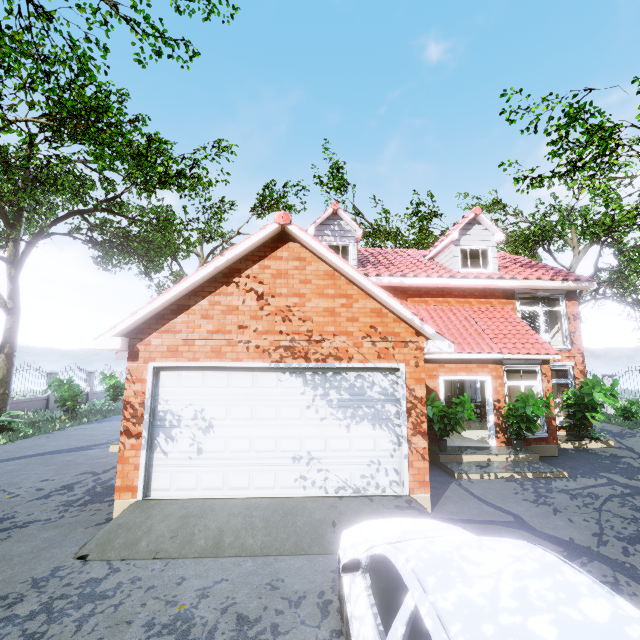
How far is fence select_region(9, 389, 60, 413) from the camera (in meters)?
15.51

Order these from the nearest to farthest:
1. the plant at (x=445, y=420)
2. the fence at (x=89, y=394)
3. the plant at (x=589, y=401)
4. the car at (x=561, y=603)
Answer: Result:
1. the car at (x=561, y=603)
2. the plant at (x=445, y=420)
3. the plant at (x=589, y=401)
4. the fence at (x=89, y=394)

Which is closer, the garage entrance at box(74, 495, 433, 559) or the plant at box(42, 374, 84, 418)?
the garage entrance at box(74, 495, 433, 559)

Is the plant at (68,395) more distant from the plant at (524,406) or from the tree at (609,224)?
the plant at (524,406)

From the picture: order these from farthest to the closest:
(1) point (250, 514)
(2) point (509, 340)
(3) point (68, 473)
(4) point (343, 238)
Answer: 1. (4) point (343, 238)
2. (2) point (509, 340)
3. (3) point (68, 473)
4. (1) point (250, 514)

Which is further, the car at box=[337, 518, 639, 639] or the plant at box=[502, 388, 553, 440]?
the plant at box=[502, 388, 553, 440]

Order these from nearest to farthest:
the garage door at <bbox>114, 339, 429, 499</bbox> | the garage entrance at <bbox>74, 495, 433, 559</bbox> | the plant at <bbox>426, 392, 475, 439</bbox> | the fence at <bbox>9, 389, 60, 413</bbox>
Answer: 1. the garage entrance at <bbox>74, 495, 433, 559</bbox>
2. the garage door at <bbox>114, 339, 429, 499</bbox>
3. the plant at <bbox>426, 392, 475, 439</bbox>
4. the fence at <bbox>9, 389, 60, 413</bbox>

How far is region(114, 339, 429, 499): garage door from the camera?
6.2m
